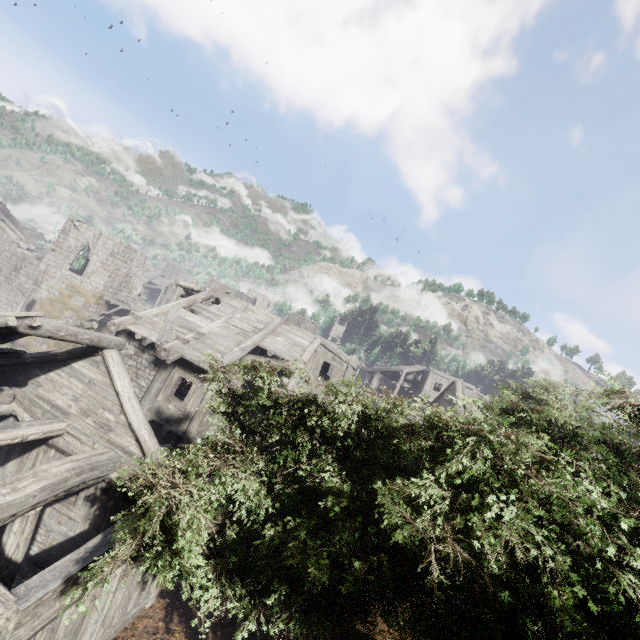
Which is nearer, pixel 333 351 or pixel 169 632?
pixel 169 632

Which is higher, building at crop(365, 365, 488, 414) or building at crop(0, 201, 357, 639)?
building at crop(365, 365, 488, 414)

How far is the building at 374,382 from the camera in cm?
2288

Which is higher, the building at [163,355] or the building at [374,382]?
the building at [374,382]

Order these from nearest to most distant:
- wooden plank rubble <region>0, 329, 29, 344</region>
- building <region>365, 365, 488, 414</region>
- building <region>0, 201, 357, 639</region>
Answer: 1. building <region>0, 201, 357, 639</region>
2. wooden plank rubble <region>0, 329, 29, 344</region>
3. building <region>365, 365, 488, 414</region>

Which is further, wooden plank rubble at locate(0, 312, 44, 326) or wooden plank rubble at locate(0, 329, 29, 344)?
wooden plank rubble at locate(0, 329, 29, 344)

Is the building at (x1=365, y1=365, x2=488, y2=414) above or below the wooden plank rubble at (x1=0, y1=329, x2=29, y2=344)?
above
